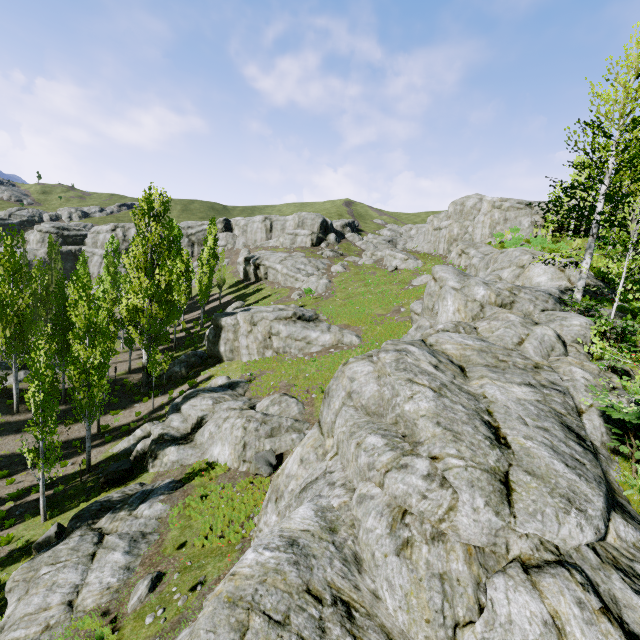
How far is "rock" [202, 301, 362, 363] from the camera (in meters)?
26.80

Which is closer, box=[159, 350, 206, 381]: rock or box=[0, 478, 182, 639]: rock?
box=[0, 478, 182, 639]: rock

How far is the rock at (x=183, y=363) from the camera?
30.7 meters

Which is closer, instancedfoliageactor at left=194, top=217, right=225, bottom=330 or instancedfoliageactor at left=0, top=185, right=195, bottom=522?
instancedfoliageactor at left=0, top=185, right=195, bottom=522

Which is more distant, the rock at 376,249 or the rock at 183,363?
the rock at 376,249

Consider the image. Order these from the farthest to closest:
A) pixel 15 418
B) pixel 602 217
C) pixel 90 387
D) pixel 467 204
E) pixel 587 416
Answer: pixel 467 204 → pixel 15 418 → pixel 90 387 → pixel 602 217 → pixel 587 416

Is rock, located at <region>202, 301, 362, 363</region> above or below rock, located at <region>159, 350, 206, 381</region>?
above

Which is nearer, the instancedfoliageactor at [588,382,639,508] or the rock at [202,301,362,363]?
the instancedfoliageactor at [588,382,639,508]
